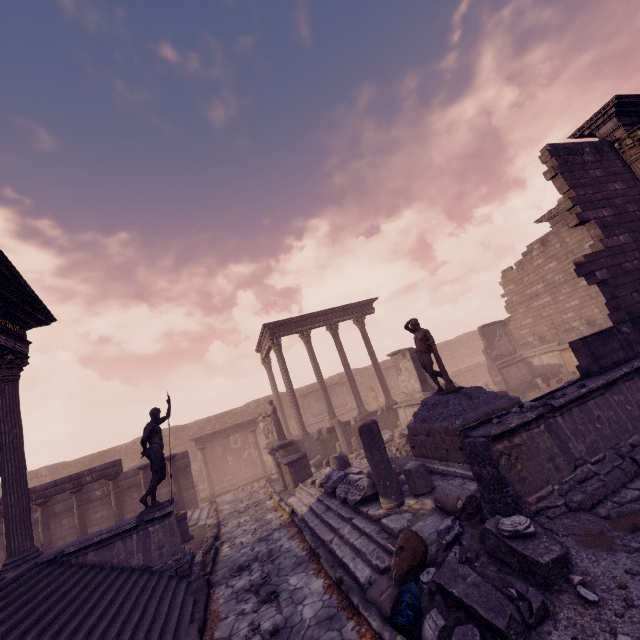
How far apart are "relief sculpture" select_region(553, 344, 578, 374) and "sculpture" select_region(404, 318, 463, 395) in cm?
1130

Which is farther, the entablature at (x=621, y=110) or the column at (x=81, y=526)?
the column at (x=81, y=526)

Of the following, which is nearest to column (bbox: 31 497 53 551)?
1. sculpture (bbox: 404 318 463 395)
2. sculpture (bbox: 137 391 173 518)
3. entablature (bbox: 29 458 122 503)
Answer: entablature (bbox: 29 458 122 503)

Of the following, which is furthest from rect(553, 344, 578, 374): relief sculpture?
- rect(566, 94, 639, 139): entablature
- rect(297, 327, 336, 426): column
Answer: rect(297, 327, 336, 426): column

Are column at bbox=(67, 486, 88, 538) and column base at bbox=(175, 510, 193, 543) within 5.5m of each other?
yes

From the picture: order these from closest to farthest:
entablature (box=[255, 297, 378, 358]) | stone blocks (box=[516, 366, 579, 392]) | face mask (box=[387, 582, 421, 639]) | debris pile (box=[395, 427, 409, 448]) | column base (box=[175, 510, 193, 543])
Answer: face mask (box=[387, 582, 421, 639]) < column base (box=[175, 510, 193, 543]) < debris pile (box=[395, 427, 409, 448]) < stone blocks (box=[516, 366, 579, 392]) < entablature (box=[255, 297, 378, 358])

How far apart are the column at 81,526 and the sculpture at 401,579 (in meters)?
12.39

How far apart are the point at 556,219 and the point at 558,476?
15.93m
